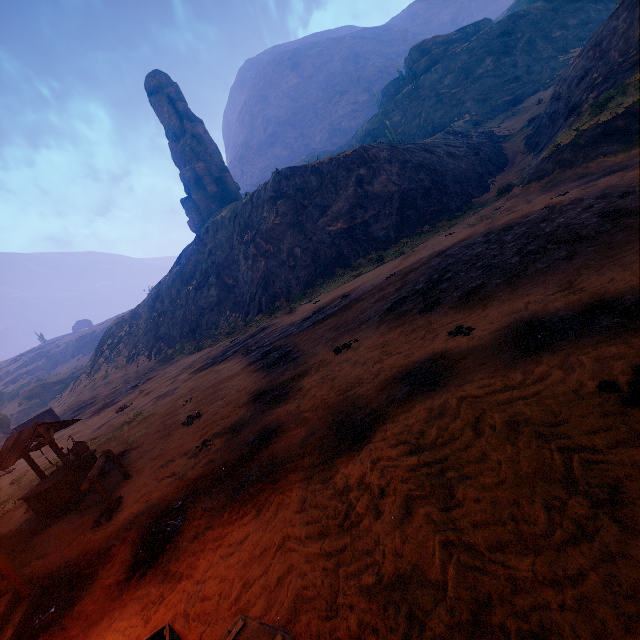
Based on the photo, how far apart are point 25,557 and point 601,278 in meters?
12.8

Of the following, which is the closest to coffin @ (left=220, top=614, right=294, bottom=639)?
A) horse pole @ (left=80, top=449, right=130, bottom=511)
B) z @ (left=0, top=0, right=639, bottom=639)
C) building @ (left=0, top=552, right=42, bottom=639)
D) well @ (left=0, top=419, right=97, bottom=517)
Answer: z @ (left=0, top=0, right=639, bottom=639)

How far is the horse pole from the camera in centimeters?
666cm

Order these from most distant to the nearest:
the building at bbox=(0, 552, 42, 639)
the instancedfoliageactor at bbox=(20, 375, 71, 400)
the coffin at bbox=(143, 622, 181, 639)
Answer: the instancedfoliageactor at bbox=(20, 375, 71, 400)
the building at bbox=(0, 552, 42, 639)
the coffin at bbox=(143, 622, 181, 639)

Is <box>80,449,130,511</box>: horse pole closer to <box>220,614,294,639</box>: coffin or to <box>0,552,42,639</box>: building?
<box>0,552,42,639</box>: building

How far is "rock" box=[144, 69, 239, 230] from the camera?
56.25m

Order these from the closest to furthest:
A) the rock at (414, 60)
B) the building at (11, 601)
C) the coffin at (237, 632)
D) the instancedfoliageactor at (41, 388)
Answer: the coffin at (237, 632) < the building at (11, 601) < the rock at (414, 60) < the instancedfoliageactor at (41, 388)

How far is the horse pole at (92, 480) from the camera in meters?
6.7
